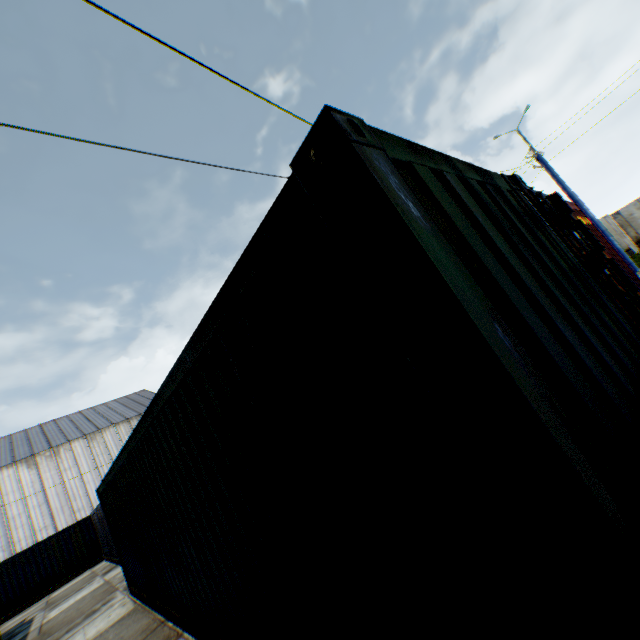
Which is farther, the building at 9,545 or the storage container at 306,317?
the building at 9,545

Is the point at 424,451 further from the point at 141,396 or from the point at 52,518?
the point at 141,396

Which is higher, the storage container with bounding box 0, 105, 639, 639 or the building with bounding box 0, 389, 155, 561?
the building with bounding box 0, 389, 155, 561

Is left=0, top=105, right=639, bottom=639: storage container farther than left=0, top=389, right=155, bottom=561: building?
No

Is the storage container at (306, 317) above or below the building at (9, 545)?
below
